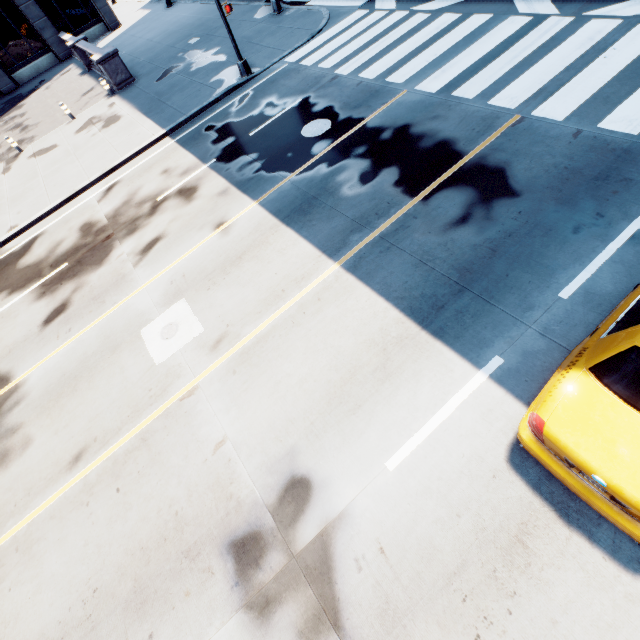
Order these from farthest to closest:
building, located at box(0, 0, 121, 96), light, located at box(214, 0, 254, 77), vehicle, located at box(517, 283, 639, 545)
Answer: building, located at box(0, 0, 121, 96) → light, located at box(214, 0, 254, 77) → vehicle, located at box(517, 283, 639, 545)

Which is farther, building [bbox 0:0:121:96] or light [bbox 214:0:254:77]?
building [bbox 0:0:121:96]

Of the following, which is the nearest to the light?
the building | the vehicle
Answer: the vehicle

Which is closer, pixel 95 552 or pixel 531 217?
pixel 95 552

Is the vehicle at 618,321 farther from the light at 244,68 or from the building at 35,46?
the building at 35,46

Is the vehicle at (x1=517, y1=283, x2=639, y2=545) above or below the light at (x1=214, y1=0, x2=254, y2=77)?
above

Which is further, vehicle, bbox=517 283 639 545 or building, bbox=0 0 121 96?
building, bbox=0 0 121 96

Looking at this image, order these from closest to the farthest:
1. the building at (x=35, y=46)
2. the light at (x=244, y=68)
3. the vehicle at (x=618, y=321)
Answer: the vehicle at (x=618, y=321), the light at (x=244, y=68), the building at (x=35, y=46)
